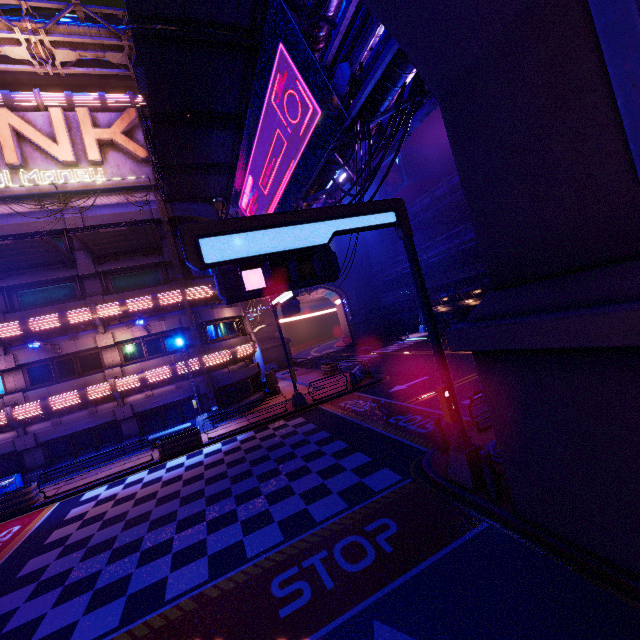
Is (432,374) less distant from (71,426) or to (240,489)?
(240,489)

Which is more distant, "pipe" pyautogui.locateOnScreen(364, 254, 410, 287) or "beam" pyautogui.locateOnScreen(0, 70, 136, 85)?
"pipe" pyautogui.locateOnScreen(364, 254, 410, 287)

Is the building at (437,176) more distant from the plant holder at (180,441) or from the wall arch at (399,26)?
the plant holder at (180,441)

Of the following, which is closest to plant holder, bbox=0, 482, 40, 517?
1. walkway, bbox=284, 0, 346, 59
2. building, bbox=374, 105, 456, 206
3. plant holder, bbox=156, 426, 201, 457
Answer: plant holder, bbox=156, 426, 201, 457

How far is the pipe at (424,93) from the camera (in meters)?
9.38

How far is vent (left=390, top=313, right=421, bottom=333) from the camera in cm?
4572

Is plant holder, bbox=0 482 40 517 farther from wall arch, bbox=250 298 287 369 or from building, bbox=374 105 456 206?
building, bbox=374 105 456 206

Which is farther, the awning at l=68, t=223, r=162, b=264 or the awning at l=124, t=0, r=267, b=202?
the awning at l=68, t=223, r=162, b=264
